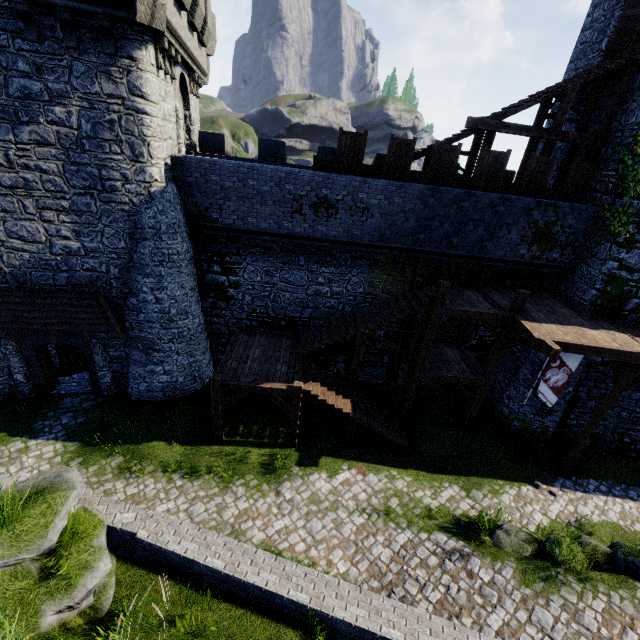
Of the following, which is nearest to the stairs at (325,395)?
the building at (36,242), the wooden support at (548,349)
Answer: the wooden support at (548,349)

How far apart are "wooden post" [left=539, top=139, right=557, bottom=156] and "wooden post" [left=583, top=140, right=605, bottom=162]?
1.6m

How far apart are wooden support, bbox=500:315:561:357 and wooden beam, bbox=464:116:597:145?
7.46m

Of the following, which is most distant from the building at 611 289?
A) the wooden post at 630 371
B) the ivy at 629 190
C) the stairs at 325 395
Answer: the stairs at 325 395

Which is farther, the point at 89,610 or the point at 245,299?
the point at 245,299

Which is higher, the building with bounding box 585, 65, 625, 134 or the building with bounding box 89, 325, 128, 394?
the building with bounding box 585, 65, 625, 134

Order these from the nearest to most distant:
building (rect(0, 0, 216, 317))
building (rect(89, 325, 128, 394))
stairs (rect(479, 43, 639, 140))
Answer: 1. building (rect(0, 0, 216, 317))
2. stairs (rect(479, 43, 639, 140))
3. building (rect(89, 325, 128, 394))

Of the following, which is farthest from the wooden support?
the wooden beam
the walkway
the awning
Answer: the awning
